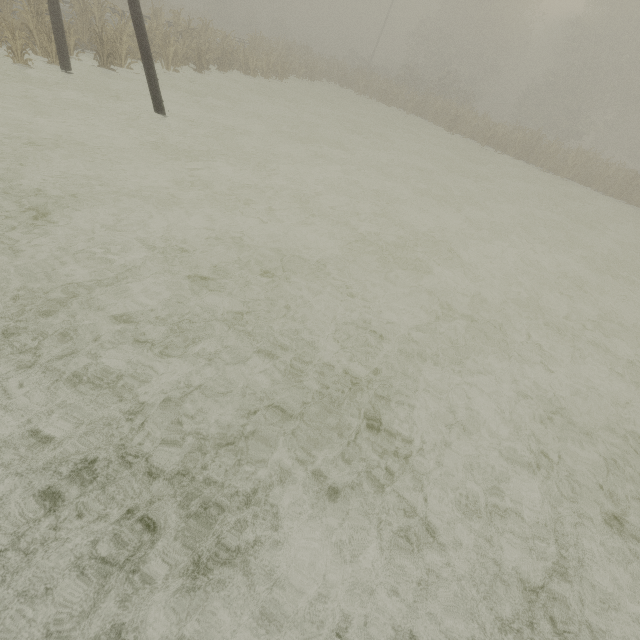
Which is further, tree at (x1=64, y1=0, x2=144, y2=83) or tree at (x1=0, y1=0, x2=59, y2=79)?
tree at (x1=64, y1=0, x2=144, y2=83)

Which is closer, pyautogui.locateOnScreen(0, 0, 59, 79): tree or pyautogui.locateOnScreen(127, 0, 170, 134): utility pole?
pyautogui.locateOnScreen(127, 0, 170, 134): utility pole

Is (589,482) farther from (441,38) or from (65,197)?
(441,38)

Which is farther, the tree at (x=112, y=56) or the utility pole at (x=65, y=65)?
the tree at (x=112, y=56)

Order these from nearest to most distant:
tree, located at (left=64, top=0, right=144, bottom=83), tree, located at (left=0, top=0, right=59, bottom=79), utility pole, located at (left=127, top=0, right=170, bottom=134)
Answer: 1. utility pole, located at (left=127, top=0, right=170, bottom=134)
2. tree, located at (left=0, top=0, right=59, bottom=79)
3. tree, located at (left=64, top=0, right=144, bottom=83)

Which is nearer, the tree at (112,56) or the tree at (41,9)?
the tree at (41,9)

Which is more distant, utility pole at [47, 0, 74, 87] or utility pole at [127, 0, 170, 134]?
utility pole at [47, 0, 74, 87]
